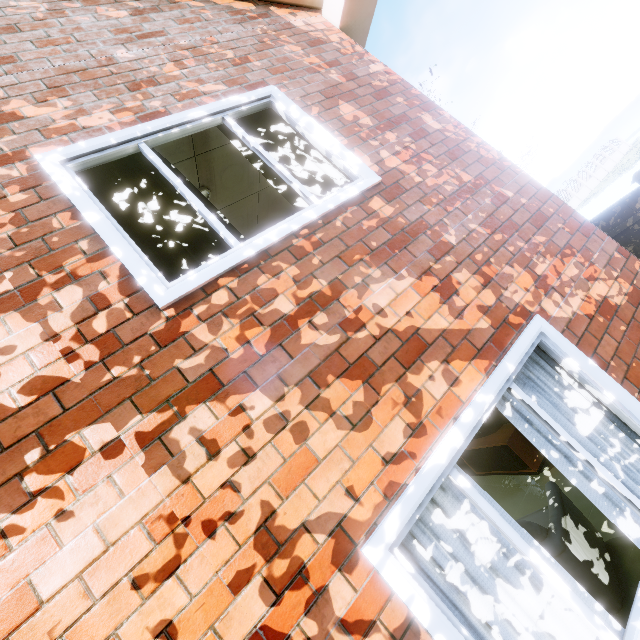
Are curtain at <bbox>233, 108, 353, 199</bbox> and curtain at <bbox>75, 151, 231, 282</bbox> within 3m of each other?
yes

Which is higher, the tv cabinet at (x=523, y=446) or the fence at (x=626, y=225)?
the fence at (x=626, y=225)

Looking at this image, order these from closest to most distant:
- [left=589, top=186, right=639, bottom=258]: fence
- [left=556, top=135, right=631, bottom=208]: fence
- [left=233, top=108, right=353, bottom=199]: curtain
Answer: [left=233, top=108, right=353, bottom=199]: curtain
[left=589, top=186, right=639, bottom=258]: fence
[left=556, top=135, right=631, bottom=208]: fence

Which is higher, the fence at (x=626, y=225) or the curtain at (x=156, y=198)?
the curtain at (x=156, y=198)

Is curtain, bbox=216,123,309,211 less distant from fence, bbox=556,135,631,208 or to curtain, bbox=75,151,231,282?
curtain, bbox=75,151,231,282

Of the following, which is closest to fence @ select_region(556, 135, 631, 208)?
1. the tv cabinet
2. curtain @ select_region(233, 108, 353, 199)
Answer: the tv cabinet

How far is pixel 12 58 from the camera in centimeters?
245cm

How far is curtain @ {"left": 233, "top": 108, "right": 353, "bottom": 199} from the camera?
2.8m
